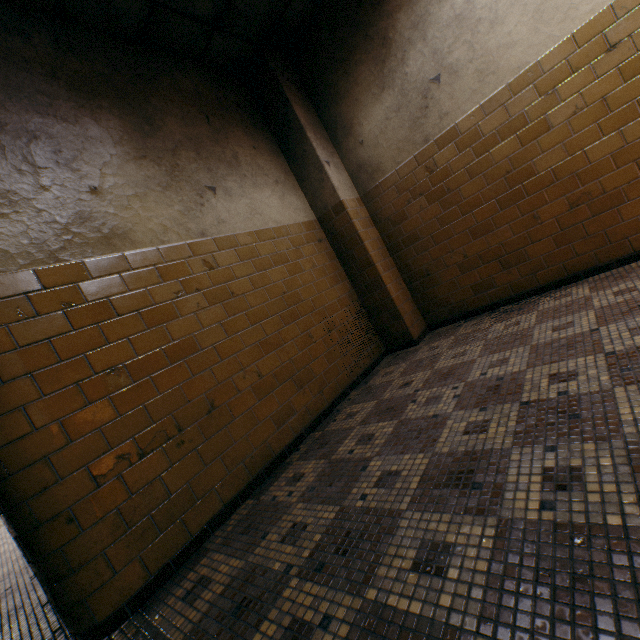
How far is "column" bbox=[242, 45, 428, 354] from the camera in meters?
3.8 m

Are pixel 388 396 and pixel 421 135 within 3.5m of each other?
yes

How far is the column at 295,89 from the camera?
3.8m
